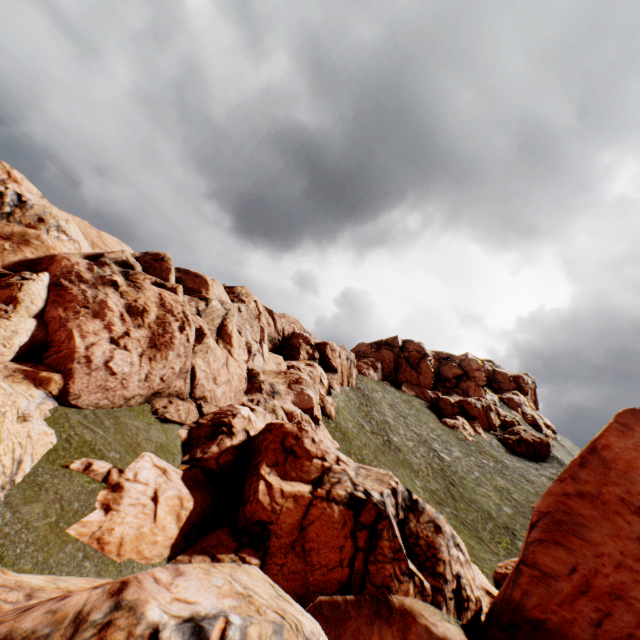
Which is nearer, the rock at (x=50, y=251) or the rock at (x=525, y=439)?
the rock at (x=50, y=251)

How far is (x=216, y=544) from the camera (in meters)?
11.02

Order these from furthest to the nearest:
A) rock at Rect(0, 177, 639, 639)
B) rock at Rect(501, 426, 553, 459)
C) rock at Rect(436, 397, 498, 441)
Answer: rock at Rect(436, 397, 498, 441) → rock at Rect(501, 426, 553, 459) → rock at Rect(0, 177, 639, 639)

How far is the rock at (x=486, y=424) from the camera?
53.44m

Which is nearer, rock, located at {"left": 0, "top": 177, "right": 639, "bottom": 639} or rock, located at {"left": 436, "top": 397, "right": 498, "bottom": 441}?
rock, located at {"left": 0, "top": 177, "right": 639, "bottom": 639}

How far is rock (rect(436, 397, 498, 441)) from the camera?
53.4 meters
